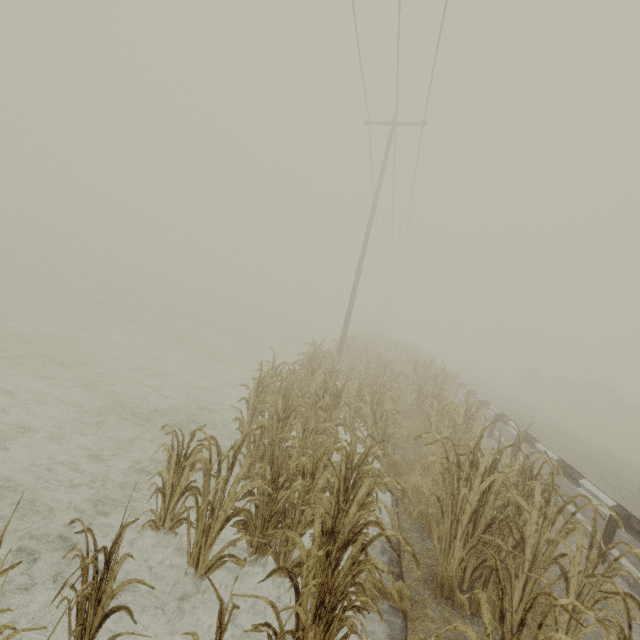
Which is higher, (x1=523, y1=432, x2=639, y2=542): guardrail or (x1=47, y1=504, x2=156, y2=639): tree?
(x1=523, y1=432, x2=639, y2=542): guardrail

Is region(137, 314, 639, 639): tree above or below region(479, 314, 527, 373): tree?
below

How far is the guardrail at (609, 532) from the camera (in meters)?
5.27

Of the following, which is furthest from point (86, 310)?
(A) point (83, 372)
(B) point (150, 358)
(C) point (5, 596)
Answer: (C) point (5, 596)

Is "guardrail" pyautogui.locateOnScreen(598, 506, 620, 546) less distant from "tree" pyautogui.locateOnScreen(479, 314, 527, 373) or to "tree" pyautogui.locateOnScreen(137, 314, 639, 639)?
"tree" pyautogui.locateOnScreen(137, 314, 639, 639)

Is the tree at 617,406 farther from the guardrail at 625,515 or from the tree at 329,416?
the tree at 329,416

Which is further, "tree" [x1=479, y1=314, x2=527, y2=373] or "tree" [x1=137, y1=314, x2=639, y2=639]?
"tree" [x1=479, y1=314, x2=527, y2=373]

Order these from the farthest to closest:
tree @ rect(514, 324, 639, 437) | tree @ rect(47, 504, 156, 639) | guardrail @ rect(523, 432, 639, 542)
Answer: tree @ rect(514, 324, 639, 437), guardrail @ rect(523, 432, 639, 542), tree @ rect(47, 504, 156, 639)
